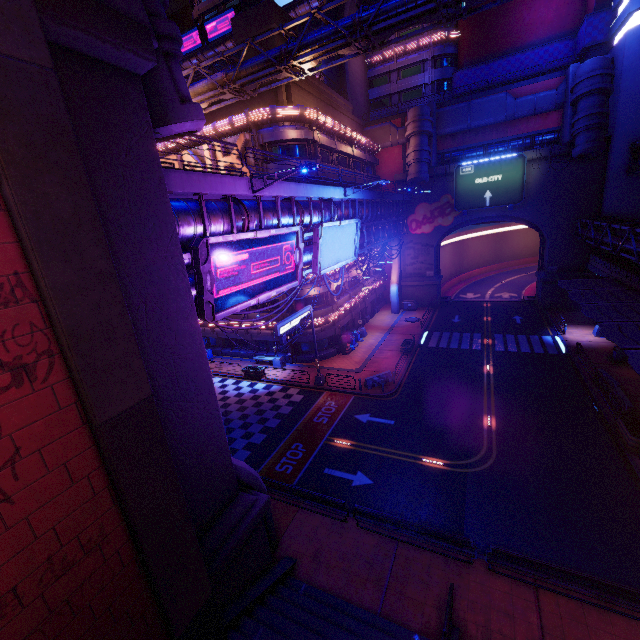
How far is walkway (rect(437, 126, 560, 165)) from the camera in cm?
3759

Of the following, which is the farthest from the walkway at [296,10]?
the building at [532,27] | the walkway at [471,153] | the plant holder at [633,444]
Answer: the plant holder at [633,444]

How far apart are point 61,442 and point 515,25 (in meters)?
61.98

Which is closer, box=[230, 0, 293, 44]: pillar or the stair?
the stair

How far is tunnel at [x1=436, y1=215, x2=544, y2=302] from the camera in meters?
42.6 m

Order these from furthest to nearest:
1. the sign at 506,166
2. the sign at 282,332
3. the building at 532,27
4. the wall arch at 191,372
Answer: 1. the sign at 506,166
2. the building at 532,27
3. the sign at 282,332
4. the wall arch at 191,372

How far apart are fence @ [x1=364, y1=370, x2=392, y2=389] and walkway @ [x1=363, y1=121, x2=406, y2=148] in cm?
3313

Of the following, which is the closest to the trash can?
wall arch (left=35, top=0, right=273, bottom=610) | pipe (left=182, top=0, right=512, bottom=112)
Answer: pipe (left=182, top=0, right=512, bottom=112)
